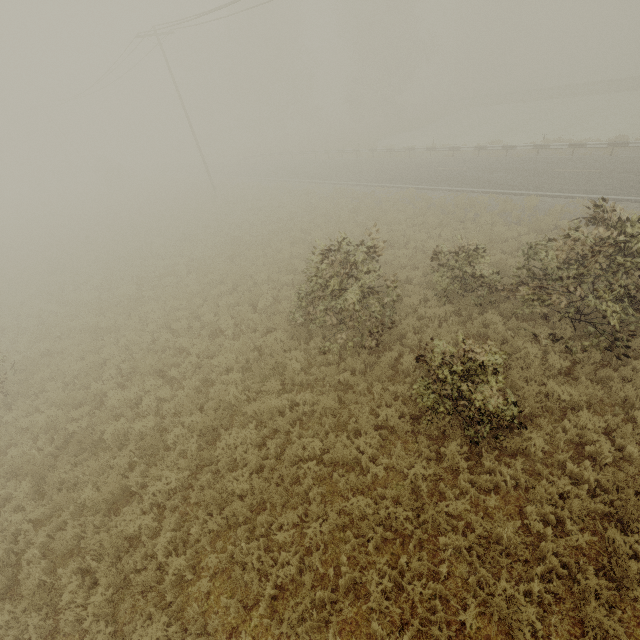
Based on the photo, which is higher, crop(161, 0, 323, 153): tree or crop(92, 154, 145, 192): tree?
crop(161, 0, 323, 153): tree

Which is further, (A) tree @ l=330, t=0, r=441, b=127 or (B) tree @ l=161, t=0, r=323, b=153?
(B) tree @ l=161, t=0, r=323, b=153

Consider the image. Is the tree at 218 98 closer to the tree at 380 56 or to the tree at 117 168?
the tree at 380 56

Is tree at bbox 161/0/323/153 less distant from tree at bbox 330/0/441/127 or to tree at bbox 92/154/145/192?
tree at bbox 330/0/441/127

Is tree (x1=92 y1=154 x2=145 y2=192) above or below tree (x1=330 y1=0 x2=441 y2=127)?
below

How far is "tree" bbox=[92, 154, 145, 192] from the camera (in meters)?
41.66

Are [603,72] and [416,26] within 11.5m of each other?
no
